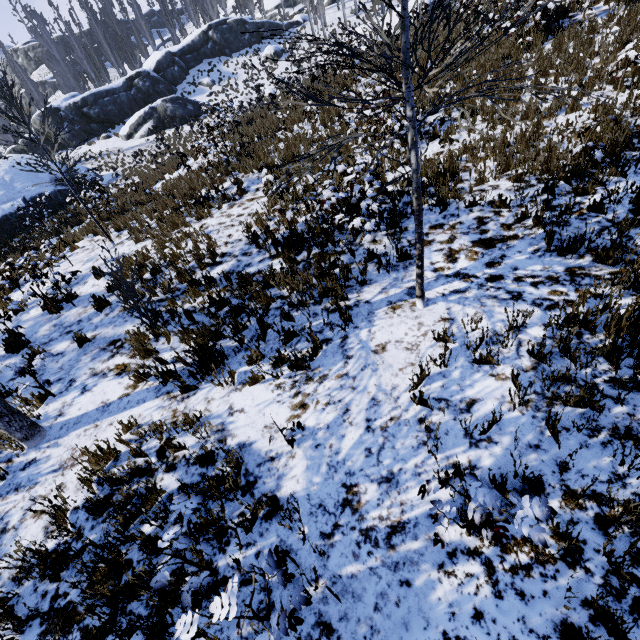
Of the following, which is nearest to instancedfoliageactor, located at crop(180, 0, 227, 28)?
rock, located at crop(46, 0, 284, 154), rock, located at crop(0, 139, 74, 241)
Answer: rock, located at crop(46, 0, 284, 154)

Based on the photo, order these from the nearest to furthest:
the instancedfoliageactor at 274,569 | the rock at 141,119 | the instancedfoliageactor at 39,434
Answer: the instancedfoliageactor at 274,569, the instancedfoliageactor at 39,434, the rock at 141,119

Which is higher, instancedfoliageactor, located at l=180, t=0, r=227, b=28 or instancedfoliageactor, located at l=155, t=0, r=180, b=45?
instancedfoliageactor, located at l=180, t=0, r=227, b=28

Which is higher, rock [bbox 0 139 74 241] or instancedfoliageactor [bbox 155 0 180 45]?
instancedfoliageactor [bbox 155 0 180 45]

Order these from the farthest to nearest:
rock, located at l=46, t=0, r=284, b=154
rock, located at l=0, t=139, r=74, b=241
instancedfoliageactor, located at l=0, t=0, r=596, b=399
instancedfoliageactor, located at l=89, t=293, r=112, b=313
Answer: rock, located at l=46, t=0, r=284, b=154, rock, located at l=0, t=139, r=74, b=241, instancedfoliageactor, located at l=89, t=293, r=112, b=313, instancedfoliageactor, located at l=0, t=0, r=596, b=399

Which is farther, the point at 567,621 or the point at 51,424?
the point at 51,424

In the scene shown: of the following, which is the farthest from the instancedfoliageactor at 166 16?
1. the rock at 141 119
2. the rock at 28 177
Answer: the rock at 28 177
